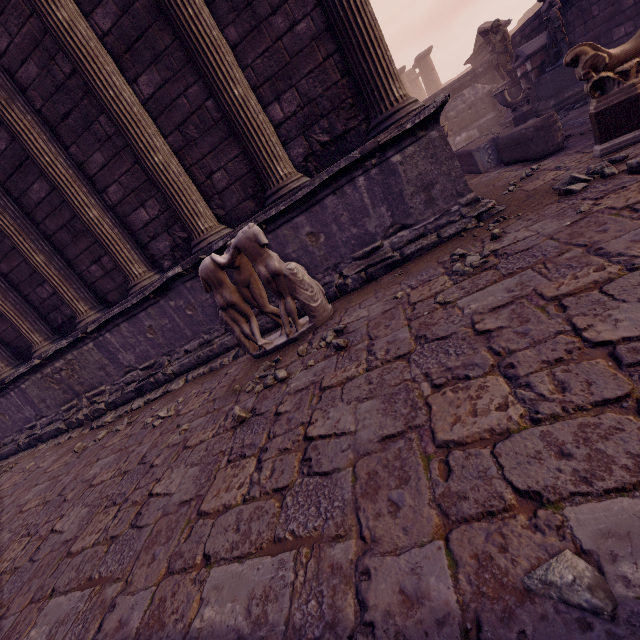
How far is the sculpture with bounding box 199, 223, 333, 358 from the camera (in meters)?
3.51

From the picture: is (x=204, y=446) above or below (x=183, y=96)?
below

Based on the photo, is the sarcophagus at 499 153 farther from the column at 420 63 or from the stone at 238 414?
the column at 420 63

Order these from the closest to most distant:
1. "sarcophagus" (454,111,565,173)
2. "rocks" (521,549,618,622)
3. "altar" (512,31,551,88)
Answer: Answer: "rocks" (521,549,618,622) < "sarcophagus" (454,111,565,173) < "altar" (512,31,551,88)

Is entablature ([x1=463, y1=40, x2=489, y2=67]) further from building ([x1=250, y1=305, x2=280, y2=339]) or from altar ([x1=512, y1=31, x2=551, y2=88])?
building ([x1=250, y1=305, x2=280, y2=339])

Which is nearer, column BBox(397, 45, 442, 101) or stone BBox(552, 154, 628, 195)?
stone BBox(552, 154, 628, 195)

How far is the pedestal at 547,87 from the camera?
8.8m

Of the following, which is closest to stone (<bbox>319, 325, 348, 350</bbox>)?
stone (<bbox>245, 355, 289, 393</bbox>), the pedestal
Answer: stone (<bbox>245, 355, 289, 393</bbox>)
